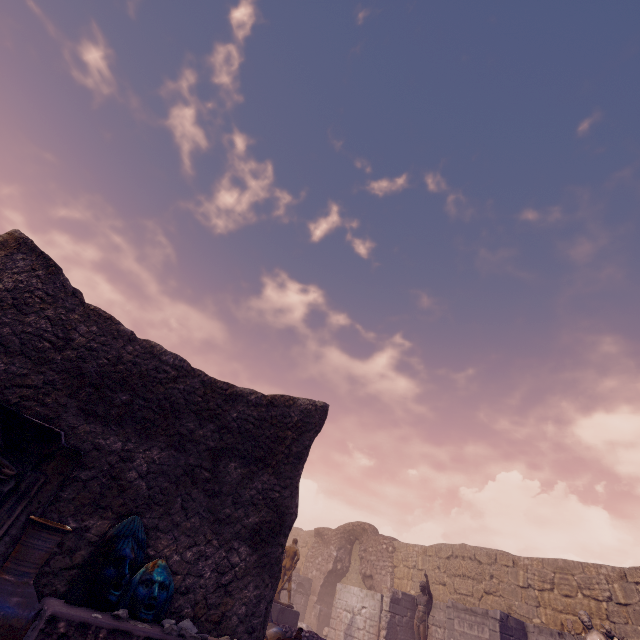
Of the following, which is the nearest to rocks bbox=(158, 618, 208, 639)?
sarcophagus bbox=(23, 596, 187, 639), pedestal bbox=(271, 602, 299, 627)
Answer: sarcophagus bbox=(23, 596, 187, 639)

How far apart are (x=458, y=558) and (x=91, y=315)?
18.0m

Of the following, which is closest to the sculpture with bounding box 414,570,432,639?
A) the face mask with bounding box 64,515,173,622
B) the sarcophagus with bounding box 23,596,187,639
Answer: the sarcophagus with bounding box 23,596,187,639

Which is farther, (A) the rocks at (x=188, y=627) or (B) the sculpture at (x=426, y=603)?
(B) the sculpture at (x=426, y=603)

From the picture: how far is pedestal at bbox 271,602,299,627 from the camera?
11.6 meters

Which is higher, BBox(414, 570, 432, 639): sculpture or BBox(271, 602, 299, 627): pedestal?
BBox(414, 570, 432, 639): sculpture

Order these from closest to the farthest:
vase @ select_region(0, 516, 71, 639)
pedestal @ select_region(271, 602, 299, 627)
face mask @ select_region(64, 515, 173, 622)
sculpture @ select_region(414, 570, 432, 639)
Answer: vase @ select_region(0, 516, 71, 639), face mask @ select_region(64, 515, 173, 622), pedestal @ select_region(271, 602, 299, 627), sculpture @ select_region(414, 570, 432, 639)

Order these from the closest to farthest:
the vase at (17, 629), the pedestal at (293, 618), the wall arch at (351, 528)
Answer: the vase at (17, 629)
the pedestal at (293, 618)
the wall arch at (351, 528)
